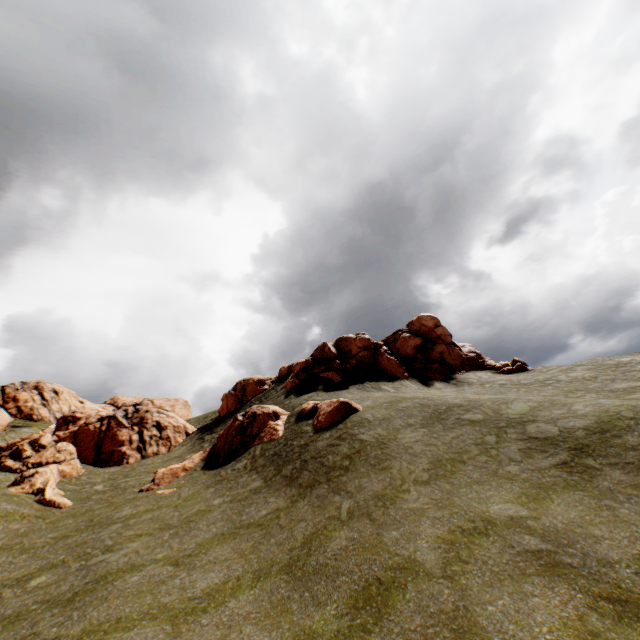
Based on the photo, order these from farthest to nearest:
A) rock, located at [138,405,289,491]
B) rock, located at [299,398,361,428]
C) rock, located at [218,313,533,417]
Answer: rock, located at [218,313,533,417]
rock, located at [138,405,289,491]
rock, located at [299,398,361,428]

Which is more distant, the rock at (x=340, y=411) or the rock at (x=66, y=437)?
the rock at (x=66, y=437)

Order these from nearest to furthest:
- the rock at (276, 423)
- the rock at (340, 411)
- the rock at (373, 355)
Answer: → the rock at (340, 411) < the rock at (276, 423) < the rock at (373, 355)

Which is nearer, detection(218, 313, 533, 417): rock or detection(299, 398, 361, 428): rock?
detection(299, 398, 361, 428): rock

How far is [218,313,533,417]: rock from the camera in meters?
30.0 m

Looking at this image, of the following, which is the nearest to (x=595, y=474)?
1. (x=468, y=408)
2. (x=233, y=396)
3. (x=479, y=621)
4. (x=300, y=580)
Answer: (x=468, y=408)
